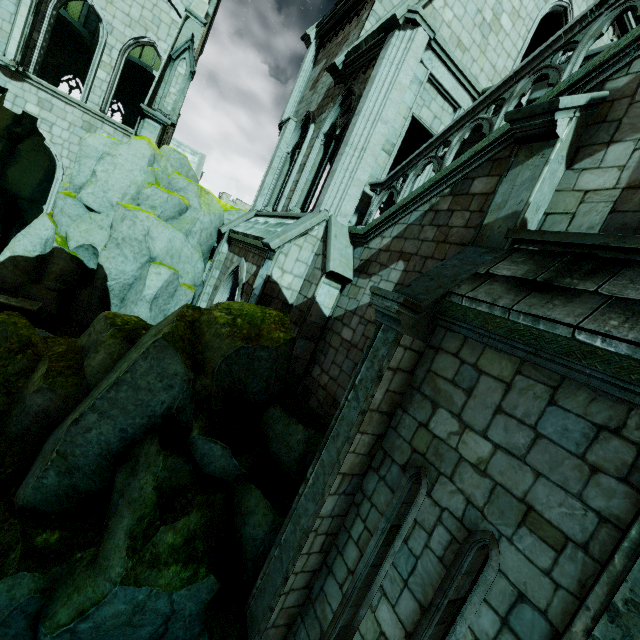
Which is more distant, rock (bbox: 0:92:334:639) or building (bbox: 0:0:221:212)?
building (bbox: 0:0:221:212)

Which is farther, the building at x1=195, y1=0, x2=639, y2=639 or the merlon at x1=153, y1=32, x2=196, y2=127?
the merlon at x1=153, y1=32, x2=196, y2=127

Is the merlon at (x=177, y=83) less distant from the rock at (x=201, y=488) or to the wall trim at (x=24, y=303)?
the rock at (x=201, y=488)

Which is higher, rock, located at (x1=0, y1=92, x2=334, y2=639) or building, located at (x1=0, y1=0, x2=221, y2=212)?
building, located at (x1=0, y1=0, x2=221, y2=212)

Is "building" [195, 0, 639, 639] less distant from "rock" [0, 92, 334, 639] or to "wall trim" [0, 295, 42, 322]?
"rock" [0, 92, 334, 639]

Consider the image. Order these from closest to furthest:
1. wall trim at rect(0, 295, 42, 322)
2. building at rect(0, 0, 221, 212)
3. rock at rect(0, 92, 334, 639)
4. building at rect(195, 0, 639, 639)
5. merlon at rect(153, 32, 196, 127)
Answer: building at rect(195, 0, 639, 639)
rock at rect(0, 92, 334, 639)
wall trim at rect(0, 295, 42, 322)
merlon at rect(153, 32, 196, 127)
building at rect(0, 0, 221, 212)

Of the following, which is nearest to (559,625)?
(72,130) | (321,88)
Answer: (321,88)

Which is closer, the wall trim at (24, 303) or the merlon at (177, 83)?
the wall trim at (24, 303)
